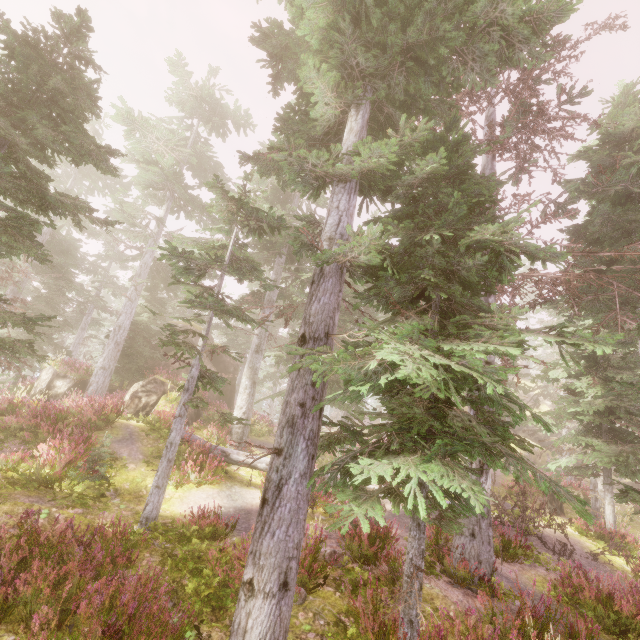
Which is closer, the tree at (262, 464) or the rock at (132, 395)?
the tree at (262, 464)

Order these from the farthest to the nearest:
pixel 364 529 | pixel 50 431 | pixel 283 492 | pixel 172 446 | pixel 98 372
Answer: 1. pixel 98 372
2. pixel 50 431
3. pixel 172 446
4. pixel 283 492
5. pixel 364 529

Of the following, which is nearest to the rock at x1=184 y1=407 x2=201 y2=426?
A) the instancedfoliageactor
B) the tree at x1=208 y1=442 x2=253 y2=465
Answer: the instancedfoliageactor

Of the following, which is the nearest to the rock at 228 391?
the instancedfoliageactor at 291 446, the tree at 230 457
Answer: the instancedfoliageactor at 291 446

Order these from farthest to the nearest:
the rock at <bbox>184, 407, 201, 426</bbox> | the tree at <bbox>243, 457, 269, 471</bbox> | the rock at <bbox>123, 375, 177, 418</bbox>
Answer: the rock at <bbox>184, 407, 201, 426</bbox> < the rock at <bbox>123, 375, 177, 418</bbox> < the tree at <bbox>243, 457, 269, 471</bbox>

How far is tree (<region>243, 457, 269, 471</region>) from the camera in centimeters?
1248cm

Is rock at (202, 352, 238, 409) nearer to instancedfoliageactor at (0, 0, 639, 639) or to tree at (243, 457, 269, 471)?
instancedfoliageactor at (0, 0, 639, 639)

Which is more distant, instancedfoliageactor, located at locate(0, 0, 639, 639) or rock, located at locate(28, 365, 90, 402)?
rock, located at locate(28, 365, 90, 402)
